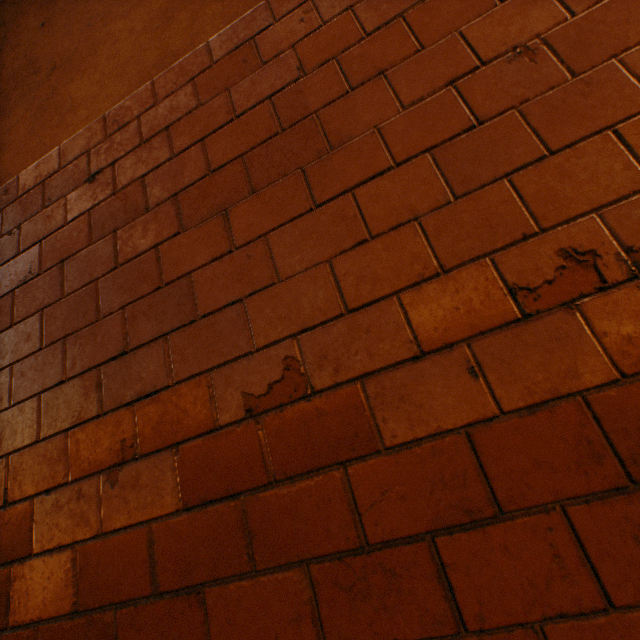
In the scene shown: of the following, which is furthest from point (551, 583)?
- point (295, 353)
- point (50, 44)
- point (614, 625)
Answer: point (50, 44)
